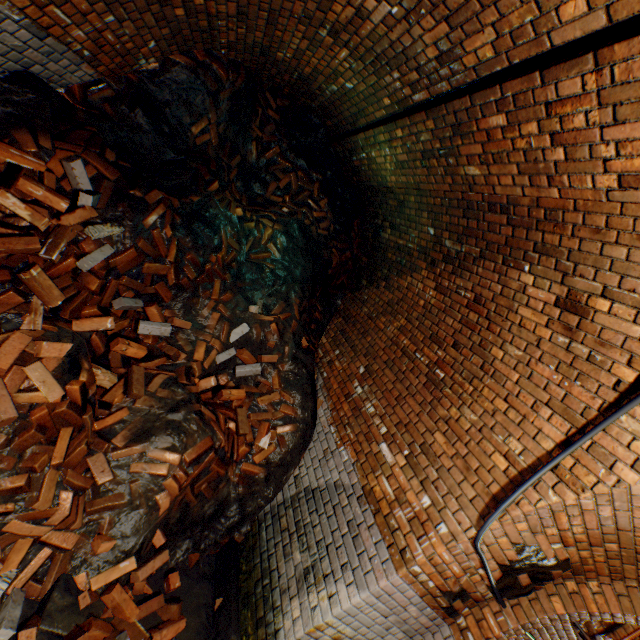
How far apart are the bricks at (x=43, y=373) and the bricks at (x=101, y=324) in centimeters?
26cm

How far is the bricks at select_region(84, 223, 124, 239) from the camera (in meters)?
2.69

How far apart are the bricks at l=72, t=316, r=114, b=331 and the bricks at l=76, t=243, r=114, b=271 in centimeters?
26cm

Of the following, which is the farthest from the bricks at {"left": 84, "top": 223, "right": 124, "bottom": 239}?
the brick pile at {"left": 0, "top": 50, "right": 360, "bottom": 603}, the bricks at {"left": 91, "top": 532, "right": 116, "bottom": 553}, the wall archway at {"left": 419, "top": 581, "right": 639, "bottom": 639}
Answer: the wall archway at {"left": 419, "top": 581, "right": 639, "bottom": 639}

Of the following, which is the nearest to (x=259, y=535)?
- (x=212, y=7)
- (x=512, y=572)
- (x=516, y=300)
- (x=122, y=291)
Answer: (x=512, y=572)

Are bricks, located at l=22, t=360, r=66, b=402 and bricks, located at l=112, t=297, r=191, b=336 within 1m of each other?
yes

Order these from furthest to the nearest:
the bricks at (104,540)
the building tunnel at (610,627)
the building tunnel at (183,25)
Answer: the building tunnel at (610,627) < the bricks at (104,540) < the building tunnel at (183,25)

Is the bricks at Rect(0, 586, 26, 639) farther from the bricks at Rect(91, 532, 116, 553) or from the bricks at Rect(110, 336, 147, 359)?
the bricks at Rect(110, 336, 147, 359)
